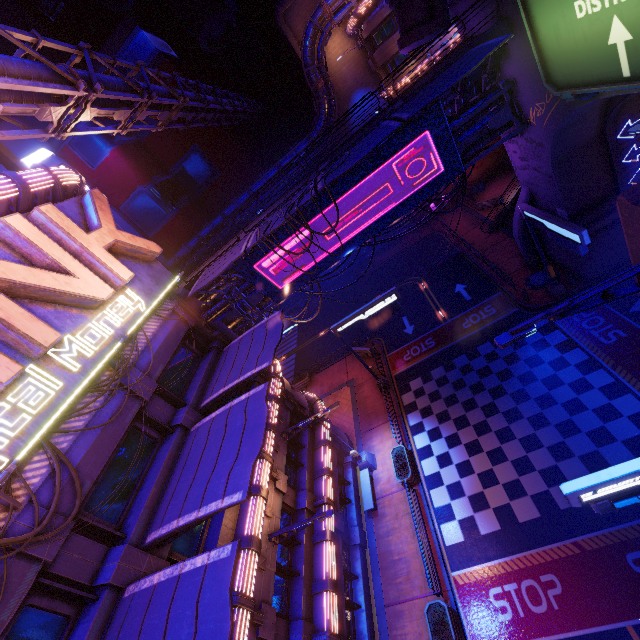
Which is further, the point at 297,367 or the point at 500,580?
the point at 297,367

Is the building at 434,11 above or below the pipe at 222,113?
below

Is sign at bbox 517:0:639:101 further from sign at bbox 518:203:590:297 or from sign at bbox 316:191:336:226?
sign at bbox 518:203:590:297

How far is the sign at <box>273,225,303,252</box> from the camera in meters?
A: 18.7 m

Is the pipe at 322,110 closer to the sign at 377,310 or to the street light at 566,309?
the street light at 566,309

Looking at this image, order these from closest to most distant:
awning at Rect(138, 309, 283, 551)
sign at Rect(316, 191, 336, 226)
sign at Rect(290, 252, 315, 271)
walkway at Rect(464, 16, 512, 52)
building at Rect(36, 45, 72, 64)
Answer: awning at Rect(138, 309, 283, 551) < walkway at Rect(464, 16, 512, 52) < sign at Rect(316, 191, 336, 226) < sign at Rect(290, 252, 315, 271) < building at Rect(36, 45, 72, 64)

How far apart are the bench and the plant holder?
1.8 meters

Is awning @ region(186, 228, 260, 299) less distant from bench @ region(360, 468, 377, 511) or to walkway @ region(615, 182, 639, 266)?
walkway @ region(615, 182, 639, 266)
